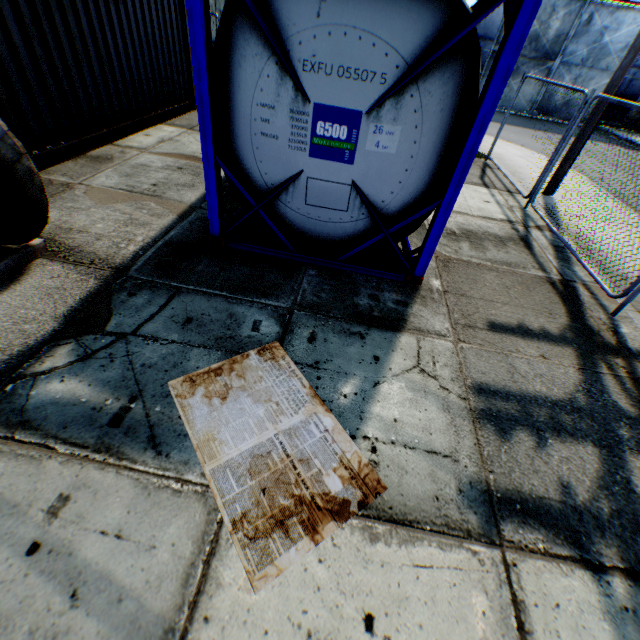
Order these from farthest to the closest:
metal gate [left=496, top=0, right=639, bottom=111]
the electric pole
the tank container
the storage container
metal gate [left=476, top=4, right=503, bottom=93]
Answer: metal gate [left=476, top=4, right=503, bottom=93] < metal gate [left=496, top=0, right=639, bottom=111] < the electric pole < the storage container < the tank container

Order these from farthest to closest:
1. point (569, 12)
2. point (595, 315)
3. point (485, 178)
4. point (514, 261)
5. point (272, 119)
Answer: point (569, 12)
point (485, 178)
point (514, 261)
point (595, 315)
point (272, 119)

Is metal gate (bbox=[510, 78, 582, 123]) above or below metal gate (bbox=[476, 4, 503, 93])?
below

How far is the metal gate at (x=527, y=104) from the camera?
20.6 meters

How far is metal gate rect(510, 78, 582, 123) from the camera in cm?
2061

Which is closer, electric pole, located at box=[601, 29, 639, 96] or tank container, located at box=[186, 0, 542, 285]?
tank container, located at box=[186, 0, 542, 285]

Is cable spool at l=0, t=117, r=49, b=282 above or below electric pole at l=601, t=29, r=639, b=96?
below

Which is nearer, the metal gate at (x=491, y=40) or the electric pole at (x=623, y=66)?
the electric pole at (x=623, y=66)
